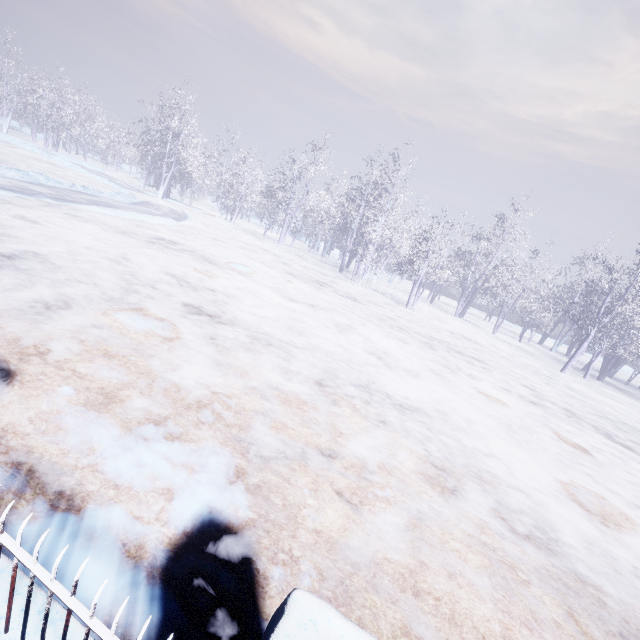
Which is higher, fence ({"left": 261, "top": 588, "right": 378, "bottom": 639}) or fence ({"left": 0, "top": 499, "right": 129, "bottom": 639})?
fence ({"left": 261, "top": 588, "right": 378, "bottom": 639})

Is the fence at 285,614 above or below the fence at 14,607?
above

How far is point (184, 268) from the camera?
7.88m
